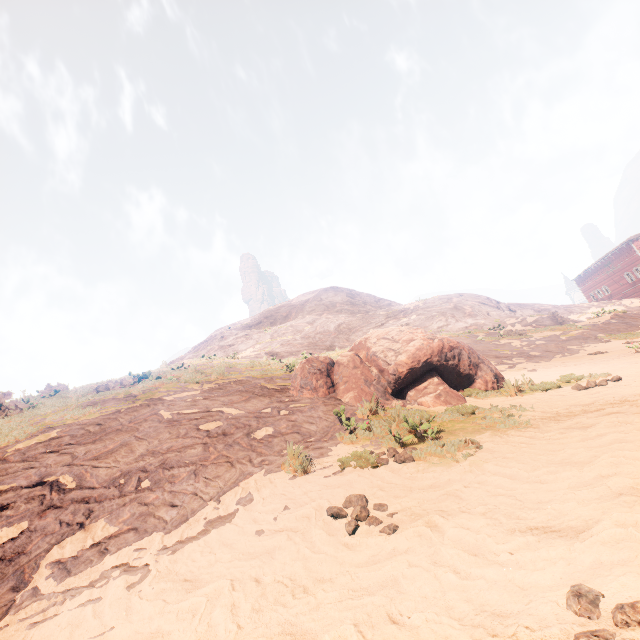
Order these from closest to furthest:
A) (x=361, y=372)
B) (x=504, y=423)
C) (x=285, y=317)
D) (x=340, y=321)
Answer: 1. (x=504, y=423)
2. (x=361, y=372)
3. (x=340, y=321)
4. (x=285, y=317)

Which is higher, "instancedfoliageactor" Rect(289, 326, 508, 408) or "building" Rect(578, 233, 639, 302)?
"building" Rect(578, 233, 639, 302)

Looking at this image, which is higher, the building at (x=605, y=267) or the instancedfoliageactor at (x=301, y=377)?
the building at (x=605, y=267)

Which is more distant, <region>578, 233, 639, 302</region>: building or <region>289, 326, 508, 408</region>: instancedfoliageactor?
<region>578, 233, 639, 302</region>: building

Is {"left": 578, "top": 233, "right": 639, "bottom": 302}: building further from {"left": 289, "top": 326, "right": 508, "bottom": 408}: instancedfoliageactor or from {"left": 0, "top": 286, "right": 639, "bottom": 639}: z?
{"left": 289, "top": 326, "right": 508, "bottom": 408}: instancedfoliageactor

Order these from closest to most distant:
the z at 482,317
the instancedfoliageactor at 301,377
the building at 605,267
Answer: the z at 482,317 → the instancedfoliageactor at 301,377 → the building at 605,267

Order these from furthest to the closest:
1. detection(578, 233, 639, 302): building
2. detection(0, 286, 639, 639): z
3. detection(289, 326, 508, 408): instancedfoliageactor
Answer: detection(578, 233, 639, 302): building < detection(289, 326, 508, 408): instancedfoliageactor < detection(0, 286, 639, 639): z

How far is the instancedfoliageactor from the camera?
7.74m
